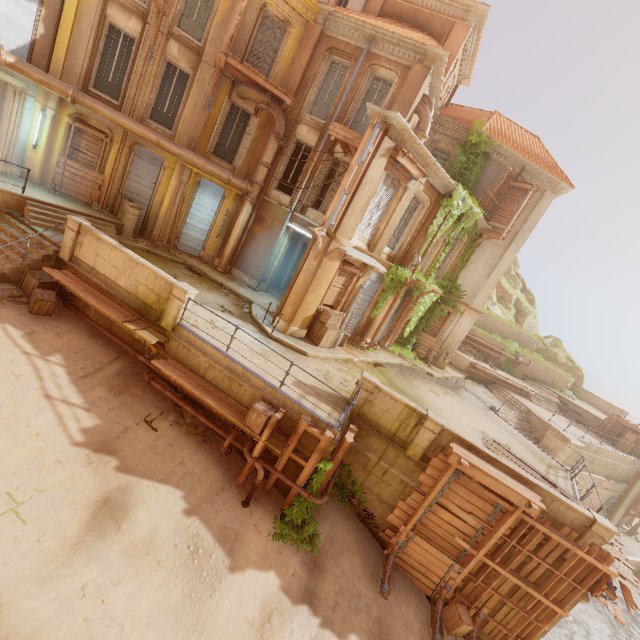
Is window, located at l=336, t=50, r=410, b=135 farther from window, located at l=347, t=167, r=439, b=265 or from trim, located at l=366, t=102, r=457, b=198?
window, located at l=347, t=167, r=439, b=265

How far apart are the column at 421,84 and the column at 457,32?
2.5 meters

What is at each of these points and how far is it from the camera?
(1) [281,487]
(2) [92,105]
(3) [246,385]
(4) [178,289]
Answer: (1) building, 9.7 meters
(2) pipe, 12.7 meters
(3) building, 9.5 meters
(4) column, 9.9 meters

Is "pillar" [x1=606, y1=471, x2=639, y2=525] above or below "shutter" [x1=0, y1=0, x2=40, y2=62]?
below

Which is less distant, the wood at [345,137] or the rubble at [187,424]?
the rubble at [187,424]

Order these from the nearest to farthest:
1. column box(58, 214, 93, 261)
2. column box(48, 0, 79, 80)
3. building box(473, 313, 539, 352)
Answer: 1. column box(58, 214, 93, 261)
2. column box(48, 0, 79, 80)
3. building box(473, 313, 539, 352)

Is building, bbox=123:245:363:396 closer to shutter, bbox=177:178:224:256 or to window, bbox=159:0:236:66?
shutter, bbox=177:178:224:256

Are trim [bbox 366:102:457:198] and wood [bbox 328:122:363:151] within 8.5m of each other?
yes
